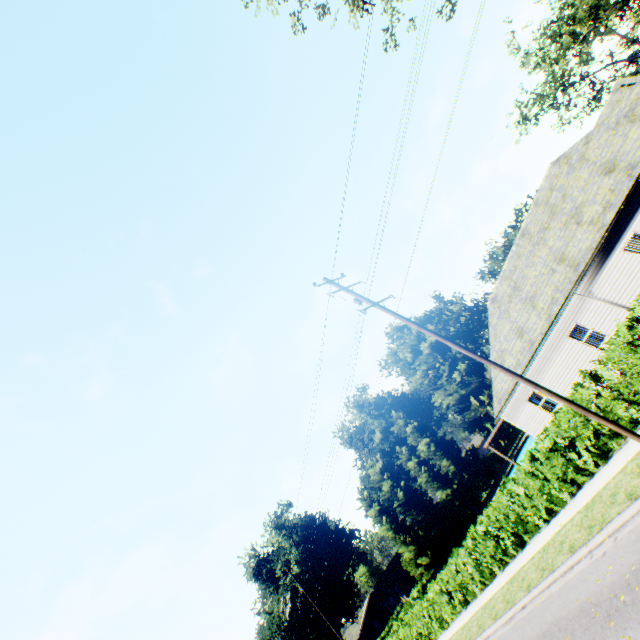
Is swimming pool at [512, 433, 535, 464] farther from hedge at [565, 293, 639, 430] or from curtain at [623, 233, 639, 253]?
curtain at [623, 233, 639, 253]

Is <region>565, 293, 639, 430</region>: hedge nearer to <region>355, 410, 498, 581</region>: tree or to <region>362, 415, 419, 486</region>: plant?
<region>355, 410, 498, 581</region>: tree

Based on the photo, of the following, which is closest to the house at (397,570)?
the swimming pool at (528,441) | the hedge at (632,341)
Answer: the hedge at (632,341)

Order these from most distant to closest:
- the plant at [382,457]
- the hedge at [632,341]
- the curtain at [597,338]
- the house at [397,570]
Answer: the plant at [382,457]
the house at [397,570]
the curtain at [597,338]
the hedge at [632,341]

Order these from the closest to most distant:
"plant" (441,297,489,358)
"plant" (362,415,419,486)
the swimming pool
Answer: the swimming pool → "plant" (441,297,489,358) → "plant" (362,415,419,486)

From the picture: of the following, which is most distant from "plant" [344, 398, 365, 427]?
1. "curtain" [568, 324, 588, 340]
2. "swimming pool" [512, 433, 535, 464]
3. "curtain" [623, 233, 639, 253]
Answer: "curtain" [623, 233, 639, 253]

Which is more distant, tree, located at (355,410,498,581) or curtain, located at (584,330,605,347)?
tree, located at (355,410,498,581)

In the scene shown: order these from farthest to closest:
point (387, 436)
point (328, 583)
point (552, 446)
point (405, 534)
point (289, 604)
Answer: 1. point (387, 436)
2. point (328, 583)
3. point (289, 604)
4. point (405, 534)
5. point (552, 446)
